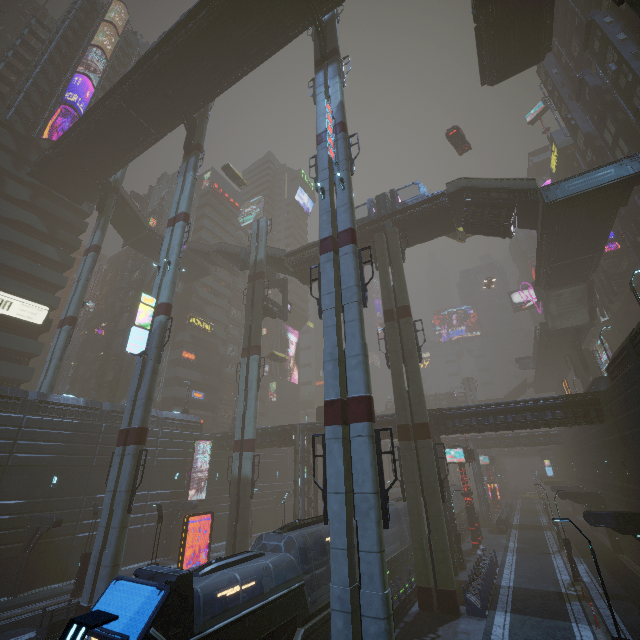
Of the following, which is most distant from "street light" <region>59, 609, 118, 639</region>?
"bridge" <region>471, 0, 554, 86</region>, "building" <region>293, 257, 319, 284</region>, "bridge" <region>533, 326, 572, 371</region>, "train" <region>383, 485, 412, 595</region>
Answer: "bridge" <region>533, 326, 572, 371</region>

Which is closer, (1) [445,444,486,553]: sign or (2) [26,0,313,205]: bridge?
(2) [26,0,313,205]: bridge

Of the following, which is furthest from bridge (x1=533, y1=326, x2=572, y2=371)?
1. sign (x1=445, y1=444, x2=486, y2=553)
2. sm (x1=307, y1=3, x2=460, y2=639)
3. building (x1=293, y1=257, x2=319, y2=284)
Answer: building (x1=293, y1=257, x2=319, y2=284)

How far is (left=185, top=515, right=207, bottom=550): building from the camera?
35.0m

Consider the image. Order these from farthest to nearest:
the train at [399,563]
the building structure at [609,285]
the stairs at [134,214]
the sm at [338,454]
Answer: the stairs at [134,214], the building structure at [609,285], the train at [399,563], the sm at [338,454]

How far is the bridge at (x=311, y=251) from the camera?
35.47m

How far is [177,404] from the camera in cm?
4850

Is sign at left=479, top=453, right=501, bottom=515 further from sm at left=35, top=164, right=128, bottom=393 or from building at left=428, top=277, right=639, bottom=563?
sm at left=35, top=164, right=128, bottom=393
